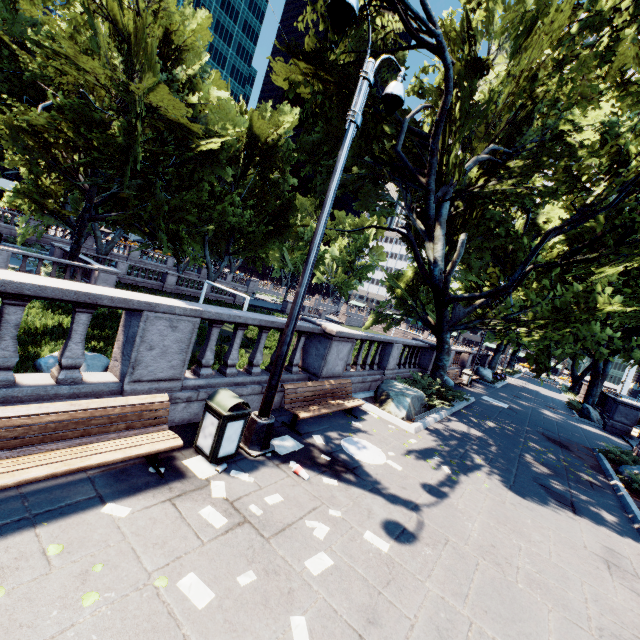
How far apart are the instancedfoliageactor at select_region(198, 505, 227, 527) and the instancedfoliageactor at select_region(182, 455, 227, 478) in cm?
55

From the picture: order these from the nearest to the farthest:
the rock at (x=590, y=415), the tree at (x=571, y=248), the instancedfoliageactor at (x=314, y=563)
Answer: the instancedfoliageactor at (x=314, y=563), the tree at (x=571, y=248), the rock at (x=590, y=415)

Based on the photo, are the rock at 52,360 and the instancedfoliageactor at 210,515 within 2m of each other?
no

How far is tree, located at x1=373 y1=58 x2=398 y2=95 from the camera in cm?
1664

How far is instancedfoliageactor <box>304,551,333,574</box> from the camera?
3.7m

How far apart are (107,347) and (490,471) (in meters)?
14.69

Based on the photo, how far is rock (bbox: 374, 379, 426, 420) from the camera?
10.06m

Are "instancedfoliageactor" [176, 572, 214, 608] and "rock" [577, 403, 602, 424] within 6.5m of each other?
no
